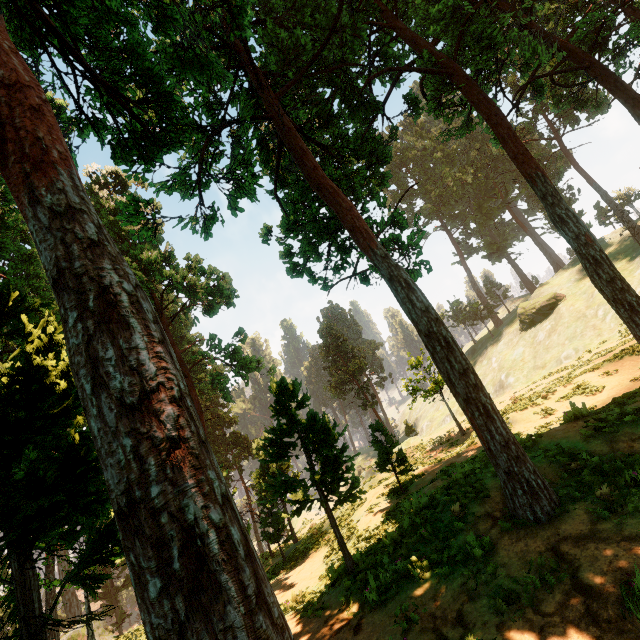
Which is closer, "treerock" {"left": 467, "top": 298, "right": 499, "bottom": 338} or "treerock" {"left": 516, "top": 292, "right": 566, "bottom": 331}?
"treerock" {"left": 516, "top": 292, "right": 566, "bottom": 331}

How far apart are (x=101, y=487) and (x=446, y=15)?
16.26m

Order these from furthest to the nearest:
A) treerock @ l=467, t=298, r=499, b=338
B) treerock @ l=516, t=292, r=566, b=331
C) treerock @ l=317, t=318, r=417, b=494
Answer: treerock @ l=467, t=298, r=499, b=338 < treerock @ l=516, t=292, r=566, b=331 < treerock @ l=317, t=318, r=417, b=494

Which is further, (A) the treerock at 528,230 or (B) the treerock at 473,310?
(B) the treerock at 473,310

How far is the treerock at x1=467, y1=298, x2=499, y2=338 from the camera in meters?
58.0 m

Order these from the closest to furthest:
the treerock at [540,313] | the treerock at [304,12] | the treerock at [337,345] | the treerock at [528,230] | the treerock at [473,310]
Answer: the treerock at [304,12] → the treerock at [337,345] → the treerock at [540,313] → the treerock at [528,230] → the treerock at [473,310]
